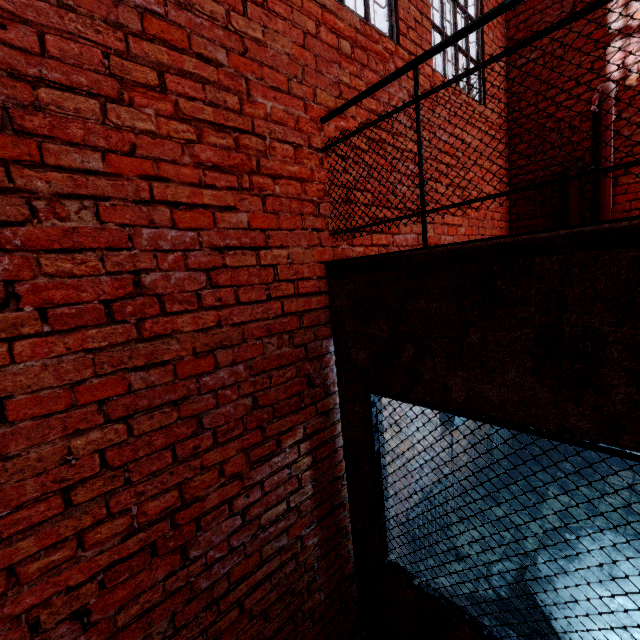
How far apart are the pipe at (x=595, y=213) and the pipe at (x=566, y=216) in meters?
0.1

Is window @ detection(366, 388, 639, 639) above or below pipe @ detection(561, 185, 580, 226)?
below

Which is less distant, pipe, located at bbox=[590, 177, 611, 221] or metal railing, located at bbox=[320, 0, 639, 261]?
metal railing, located at bbox=[320, 0, 639, 261]

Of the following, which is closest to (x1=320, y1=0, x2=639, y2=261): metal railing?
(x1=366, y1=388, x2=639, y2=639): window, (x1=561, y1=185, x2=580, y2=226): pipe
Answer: (x1=366, y1=388, x2=639, y2=639): window

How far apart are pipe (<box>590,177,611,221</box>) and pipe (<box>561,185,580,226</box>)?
0.1m

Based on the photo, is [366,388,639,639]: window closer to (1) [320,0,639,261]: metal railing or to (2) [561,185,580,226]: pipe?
(1) [320,0,639,261]: metal railing

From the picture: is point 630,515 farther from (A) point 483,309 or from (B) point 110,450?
(B) point 110,450

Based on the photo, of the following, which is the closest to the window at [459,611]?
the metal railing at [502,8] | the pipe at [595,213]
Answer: the metal railing at [502,8]
